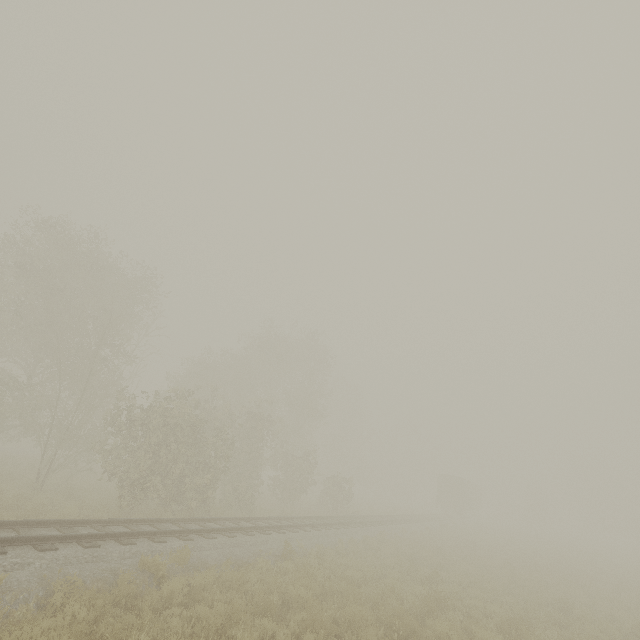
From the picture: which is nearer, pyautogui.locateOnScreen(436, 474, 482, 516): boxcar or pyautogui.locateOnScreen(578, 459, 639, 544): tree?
pyautogui.locateOnScreen(436, 474, 482, 516): boxcar

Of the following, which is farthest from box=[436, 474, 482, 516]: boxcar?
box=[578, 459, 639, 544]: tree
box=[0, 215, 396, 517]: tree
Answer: box=[0, 215, 396, 517]: tree

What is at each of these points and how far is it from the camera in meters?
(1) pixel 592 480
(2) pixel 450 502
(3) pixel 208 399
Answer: (1) tree, 58.6
(2) boxcar, 41.8
(3) tree, 23.5

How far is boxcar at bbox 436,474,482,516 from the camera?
41.6m

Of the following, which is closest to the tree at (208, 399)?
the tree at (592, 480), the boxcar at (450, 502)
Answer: the boxcar at (450, 502)

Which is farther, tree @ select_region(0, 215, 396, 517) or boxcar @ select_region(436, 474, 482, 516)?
boxcar @ select_region(436, 474, 482, 516)
